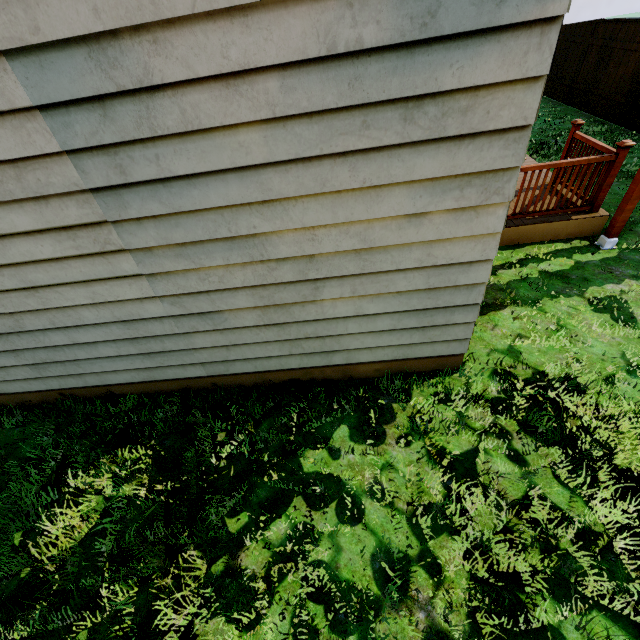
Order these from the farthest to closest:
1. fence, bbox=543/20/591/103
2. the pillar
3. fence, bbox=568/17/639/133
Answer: fence, bbox=543/20/591/103 < fence, bbox=568/17/639/133 < the pillar

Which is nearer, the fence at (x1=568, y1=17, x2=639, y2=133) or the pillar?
the pillar

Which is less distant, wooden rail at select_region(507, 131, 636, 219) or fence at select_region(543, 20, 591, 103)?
wooden rail at select_region(507, 131, 636, 219)

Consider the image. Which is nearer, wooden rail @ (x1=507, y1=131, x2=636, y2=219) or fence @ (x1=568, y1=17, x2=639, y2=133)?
wooden rail @ (x1=507, y1=131, x2=636, y2=219)

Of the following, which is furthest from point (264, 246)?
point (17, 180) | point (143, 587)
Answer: point (143, 587)

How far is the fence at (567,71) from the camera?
9.4m

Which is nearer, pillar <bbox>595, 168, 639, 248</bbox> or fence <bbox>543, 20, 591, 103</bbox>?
pillar <bbox>595, 168, 639, 248</bbox>

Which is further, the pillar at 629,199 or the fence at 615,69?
the fence at 615,69
